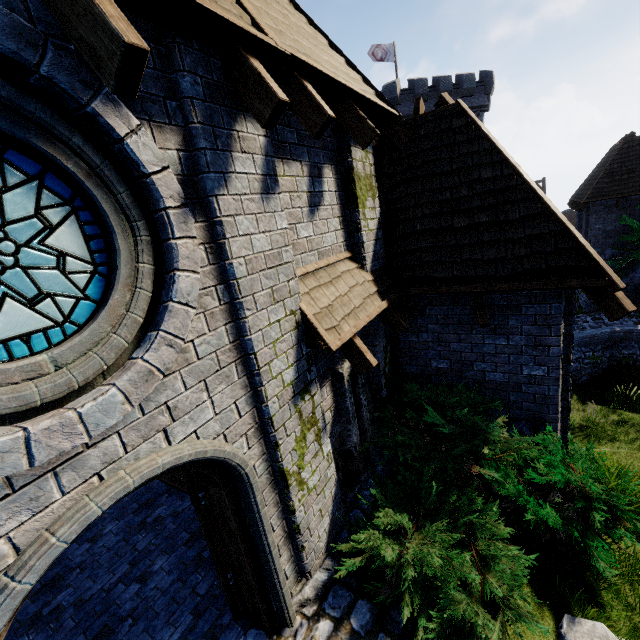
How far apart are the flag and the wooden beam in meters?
36.4 m

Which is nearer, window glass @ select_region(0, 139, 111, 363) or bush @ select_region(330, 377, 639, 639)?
window glass @ select_region(0, 139, 111, 363)

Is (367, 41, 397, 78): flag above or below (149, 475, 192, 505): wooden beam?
above

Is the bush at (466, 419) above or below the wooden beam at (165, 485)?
above

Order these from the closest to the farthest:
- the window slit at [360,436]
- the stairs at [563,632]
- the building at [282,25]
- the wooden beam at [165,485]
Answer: the building at [282,25] < the stairs at [563,632] < the window slit at [360,436] < the wooden beam at [165,485]

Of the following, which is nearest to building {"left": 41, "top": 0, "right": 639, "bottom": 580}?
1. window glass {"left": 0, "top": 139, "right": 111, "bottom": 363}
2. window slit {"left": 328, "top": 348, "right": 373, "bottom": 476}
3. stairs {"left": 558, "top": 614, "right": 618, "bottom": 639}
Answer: window slit {"left": 328, "top": 348, "right": 373, "bottom": 476}

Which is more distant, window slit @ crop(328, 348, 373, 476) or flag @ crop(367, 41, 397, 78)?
flag @ crop(367, 41, 397, 78)

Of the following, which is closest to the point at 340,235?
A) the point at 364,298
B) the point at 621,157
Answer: the point at 364,298
